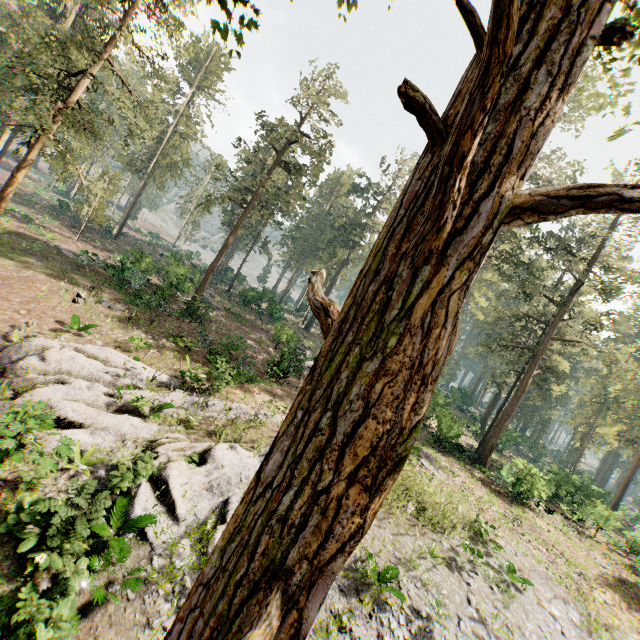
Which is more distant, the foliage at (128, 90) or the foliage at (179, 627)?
the foliage at (128, 90)

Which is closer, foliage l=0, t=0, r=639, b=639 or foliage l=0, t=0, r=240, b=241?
foliage l=0, t=0, r=639, b=639

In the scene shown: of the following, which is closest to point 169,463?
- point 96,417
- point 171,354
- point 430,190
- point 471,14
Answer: point 96,417
